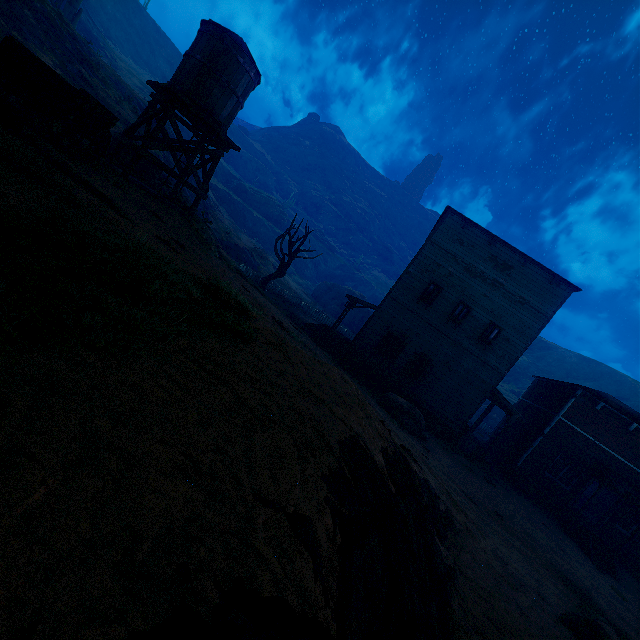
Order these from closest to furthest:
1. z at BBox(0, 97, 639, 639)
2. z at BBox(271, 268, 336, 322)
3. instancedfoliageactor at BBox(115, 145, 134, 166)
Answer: z at BBox(0, 97, 639, 639) → instancedfoliageactor at BBox(115, 145, 134, 166) → z at BBox(271, 268, 336, 322)

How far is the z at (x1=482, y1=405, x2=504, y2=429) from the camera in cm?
3796

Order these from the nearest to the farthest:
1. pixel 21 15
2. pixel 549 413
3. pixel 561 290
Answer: pixel 21 15
pixel 561 290
pixel 549 413

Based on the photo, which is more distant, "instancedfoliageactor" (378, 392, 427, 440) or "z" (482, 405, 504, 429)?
"z" (482, 405, 504, 429)

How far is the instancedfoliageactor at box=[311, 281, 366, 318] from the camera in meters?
48.4

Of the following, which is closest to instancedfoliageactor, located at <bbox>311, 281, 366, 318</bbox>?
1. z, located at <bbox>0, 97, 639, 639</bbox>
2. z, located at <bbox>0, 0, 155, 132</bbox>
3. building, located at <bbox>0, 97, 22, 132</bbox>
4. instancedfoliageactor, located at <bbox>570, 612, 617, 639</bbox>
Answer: z, located at <bbox>0, 97, 639, 639</bbox>

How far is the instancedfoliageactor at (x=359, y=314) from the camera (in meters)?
47.00

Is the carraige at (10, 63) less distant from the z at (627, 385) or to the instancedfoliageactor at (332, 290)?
the instancedfoliageactor at (332, 290)
